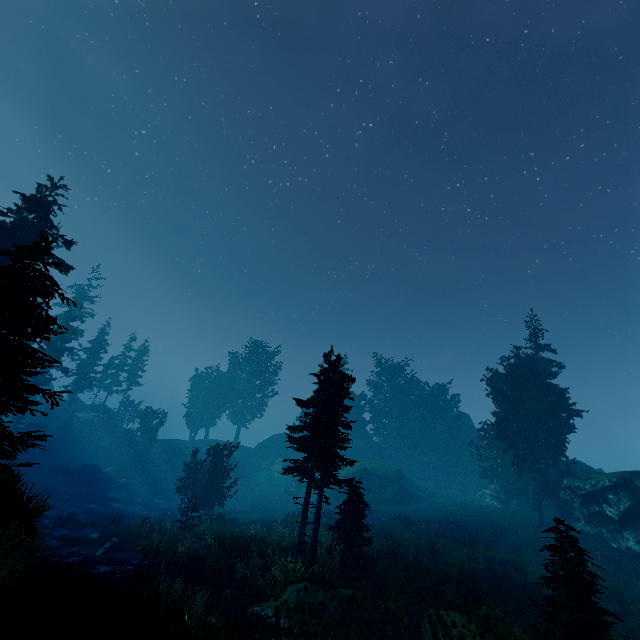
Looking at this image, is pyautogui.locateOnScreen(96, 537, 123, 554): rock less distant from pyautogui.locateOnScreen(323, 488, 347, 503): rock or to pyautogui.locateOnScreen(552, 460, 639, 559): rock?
pyautogui.locateOnScreen(323, 488, 347, 503): rock

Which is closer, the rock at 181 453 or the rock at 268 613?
the rock at 268 613

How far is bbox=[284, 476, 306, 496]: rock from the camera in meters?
42.3

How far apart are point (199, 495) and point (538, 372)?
34.6 meters

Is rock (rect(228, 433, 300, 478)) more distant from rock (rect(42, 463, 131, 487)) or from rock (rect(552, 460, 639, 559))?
rock (rect(42, 463, 131, 487))

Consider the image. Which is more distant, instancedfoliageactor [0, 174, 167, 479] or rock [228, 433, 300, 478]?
rock [228, 433, 300, 478]

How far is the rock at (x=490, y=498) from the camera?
36.3 meters
